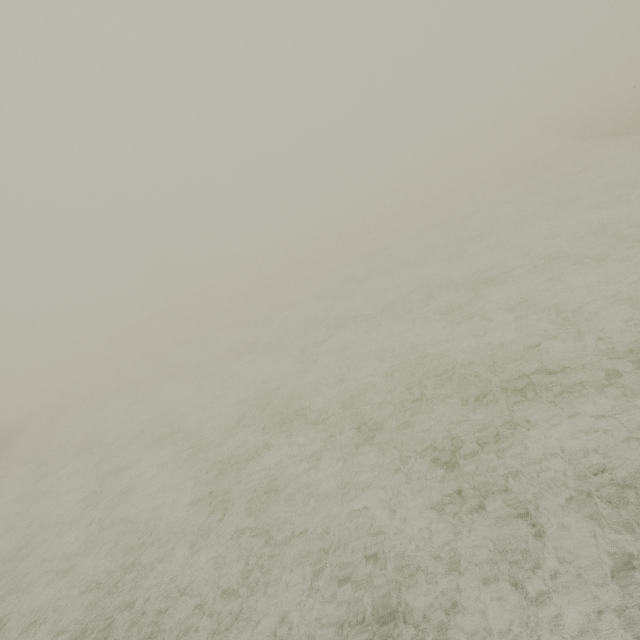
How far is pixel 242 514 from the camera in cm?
634
